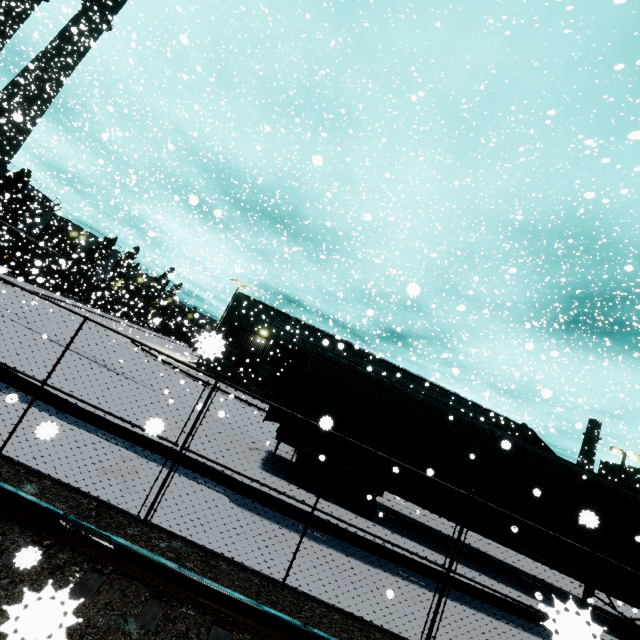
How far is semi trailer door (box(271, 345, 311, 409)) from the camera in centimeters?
1053cm

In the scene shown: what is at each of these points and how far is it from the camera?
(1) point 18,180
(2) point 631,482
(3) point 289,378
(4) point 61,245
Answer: (1) tree, 46.38m
(2) building, 58.19m
(3) semi trailer door, 10.92m
(4) tree, 58.50m

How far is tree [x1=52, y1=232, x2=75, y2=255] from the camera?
58.00m

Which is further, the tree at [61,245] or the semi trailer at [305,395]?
the tree at [61,245]

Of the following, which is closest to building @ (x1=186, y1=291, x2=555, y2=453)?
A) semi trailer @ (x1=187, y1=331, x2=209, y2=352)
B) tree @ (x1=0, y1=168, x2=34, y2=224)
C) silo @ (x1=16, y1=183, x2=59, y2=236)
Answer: semi trailer @ (x1=187, y1=331, x2=209, y2=352)

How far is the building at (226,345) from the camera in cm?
2781

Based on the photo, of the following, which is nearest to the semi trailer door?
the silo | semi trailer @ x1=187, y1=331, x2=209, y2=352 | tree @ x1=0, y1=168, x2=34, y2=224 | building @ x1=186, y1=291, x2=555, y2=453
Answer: semi trailer @ x1=187, y1=331, x2=209, y2=352

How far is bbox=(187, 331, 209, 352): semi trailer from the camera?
1.9m
